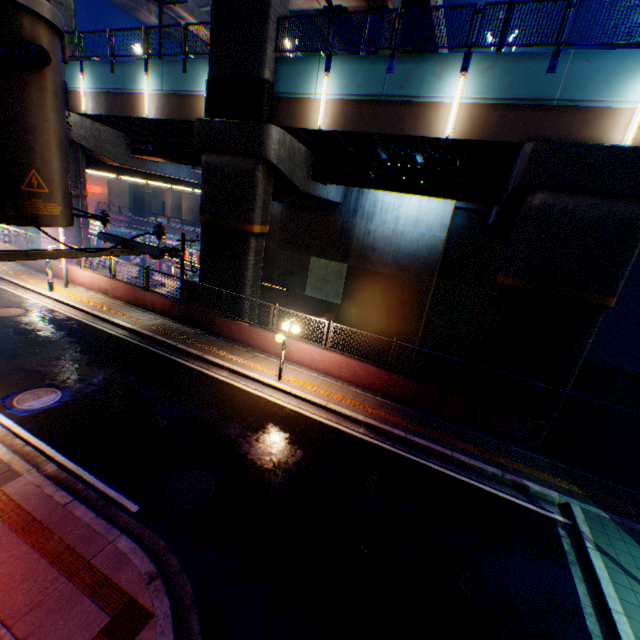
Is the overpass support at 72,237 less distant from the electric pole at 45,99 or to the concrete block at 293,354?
the concrete block at 293,354

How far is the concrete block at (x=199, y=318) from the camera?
13.9m

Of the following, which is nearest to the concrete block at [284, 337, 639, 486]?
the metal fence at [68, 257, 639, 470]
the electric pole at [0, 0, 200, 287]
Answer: the metal fence at [68, 257, 639, 470]

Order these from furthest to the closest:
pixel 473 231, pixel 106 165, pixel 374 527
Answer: pixel 106 165 → pixel 473 231 → pixel 374 527

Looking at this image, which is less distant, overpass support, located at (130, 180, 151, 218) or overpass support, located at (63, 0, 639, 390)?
overpass support, located at (63, 0, 639, 390)

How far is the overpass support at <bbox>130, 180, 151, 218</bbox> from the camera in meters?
58.0 m

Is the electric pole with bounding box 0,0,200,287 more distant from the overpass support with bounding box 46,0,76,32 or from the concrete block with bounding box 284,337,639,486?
the overpass support with bounding box 46,0,76,32
